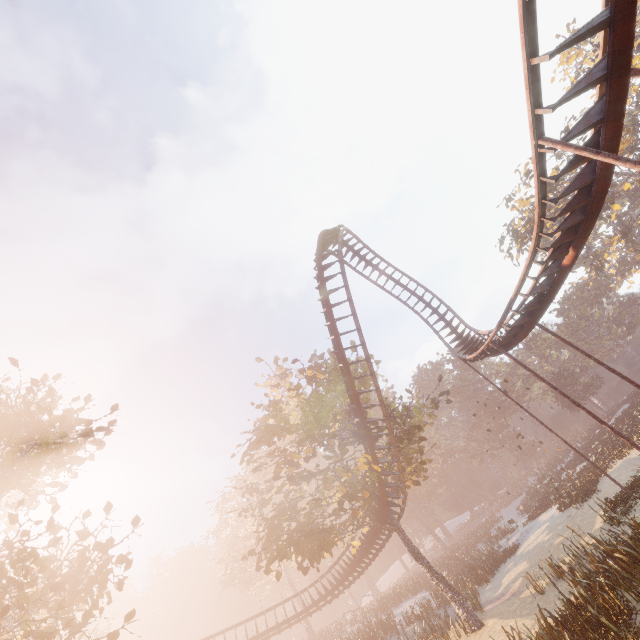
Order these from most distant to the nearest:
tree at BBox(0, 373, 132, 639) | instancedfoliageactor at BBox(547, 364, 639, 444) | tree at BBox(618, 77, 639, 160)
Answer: tree at BBox(618, 77, 639, 160) < instancedfoliageactor at BBox(547, 364, 639, 444) < tree at BBox(0, 373, 132, 639)

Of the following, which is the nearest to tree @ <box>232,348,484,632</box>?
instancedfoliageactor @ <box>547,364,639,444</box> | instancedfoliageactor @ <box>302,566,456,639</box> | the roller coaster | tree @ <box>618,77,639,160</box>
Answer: the roller coaster

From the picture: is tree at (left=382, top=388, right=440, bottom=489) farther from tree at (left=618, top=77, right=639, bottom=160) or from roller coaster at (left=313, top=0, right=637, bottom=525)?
tree at (left=618, top=77, right=639, bottom=160)

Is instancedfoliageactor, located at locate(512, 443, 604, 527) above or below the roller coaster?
below

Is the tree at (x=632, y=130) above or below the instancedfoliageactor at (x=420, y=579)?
above

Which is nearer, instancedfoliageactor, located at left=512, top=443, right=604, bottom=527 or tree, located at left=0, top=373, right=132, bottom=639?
tree, located at left=0, top=373, right=132, bottom=639

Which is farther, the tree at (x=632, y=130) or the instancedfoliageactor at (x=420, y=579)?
the tree at (x=632, y=130)

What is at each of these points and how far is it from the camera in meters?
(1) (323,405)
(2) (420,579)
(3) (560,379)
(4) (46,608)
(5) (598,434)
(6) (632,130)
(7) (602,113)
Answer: (1) tree, 24.9
(2) instancedfoliageactor, 41.3
(3) instancedfoliageactor, 50.1
(4) tree, 9.2
(5) instancedfoliageactor, 42.3
(6) tree, 38.4
(7) roller coaster, 6.8
